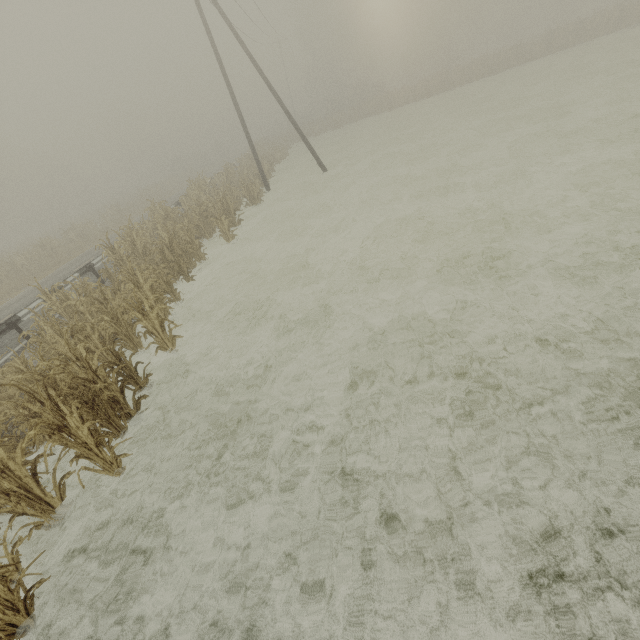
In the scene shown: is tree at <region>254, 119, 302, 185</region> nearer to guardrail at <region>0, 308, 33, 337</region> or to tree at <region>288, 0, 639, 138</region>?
guardrail at <region>0, 308, 33, 337</region>

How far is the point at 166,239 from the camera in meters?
11.1

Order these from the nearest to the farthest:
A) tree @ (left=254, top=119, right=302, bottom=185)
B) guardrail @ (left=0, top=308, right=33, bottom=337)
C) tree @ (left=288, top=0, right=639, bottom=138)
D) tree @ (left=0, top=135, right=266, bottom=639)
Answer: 1. tree @ (left=0, top=135, right=266, bottom=639)
2. guardrail @ (left=0, top=308, right=33, bottom=337)
3. tree @ (left=254, top=119, right=302, bottom=185)
4. tree @ (left=288, top=0, right=639, bottom=138)

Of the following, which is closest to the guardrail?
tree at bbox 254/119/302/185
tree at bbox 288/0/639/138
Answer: tree at bbox 254/119/302/185

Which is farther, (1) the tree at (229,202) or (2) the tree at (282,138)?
(2) the tree at (282,138)

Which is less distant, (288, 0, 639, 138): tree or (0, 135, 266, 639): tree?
(0, 135, 266, 639): tree

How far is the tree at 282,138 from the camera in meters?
26.1
